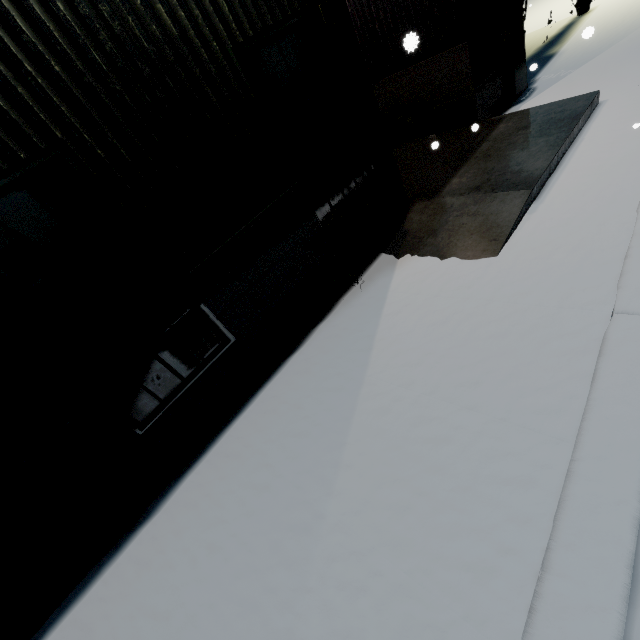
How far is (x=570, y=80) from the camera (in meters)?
6.91

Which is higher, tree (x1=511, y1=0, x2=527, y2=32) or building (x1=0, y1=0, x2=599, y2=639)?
tree (x1=511, y1=0, x2=527, y2=32)

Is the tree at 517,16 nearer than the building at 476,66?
No

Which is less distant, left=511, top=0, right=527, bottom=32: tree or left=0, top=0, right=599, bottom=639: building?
left=0, top=0, right=599, bottom=639: building

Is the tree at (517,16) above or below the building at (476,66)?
above
